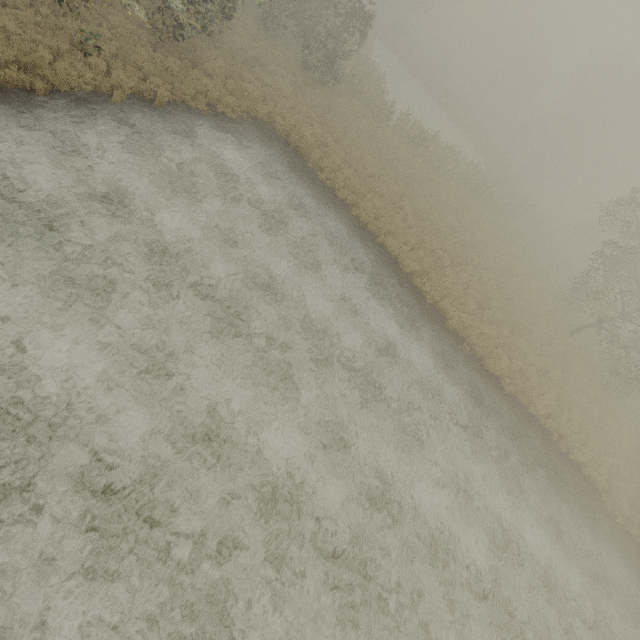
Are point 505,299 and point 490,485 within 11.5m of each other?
no
